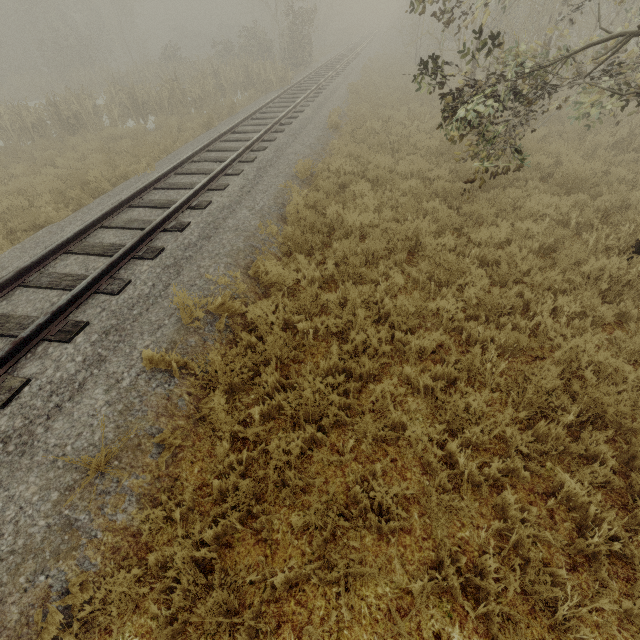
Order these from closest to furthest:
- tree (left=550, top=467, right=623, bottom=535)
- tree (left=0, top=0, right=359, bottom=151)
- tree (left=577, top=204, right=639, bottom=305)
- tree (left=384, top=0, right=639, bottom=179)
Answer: tree (left=550, top=467, right=623, bottom=535), tree (left=577, top=204, right=639, bottom=305), tree (left=384, top=0, right=639, bottom=179), tree (left=0, top=0, right=359, bottom=151)

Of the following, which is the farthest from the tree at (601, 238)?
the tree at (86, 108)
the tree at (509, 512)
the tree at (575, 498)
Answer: the tree at (86, 108)

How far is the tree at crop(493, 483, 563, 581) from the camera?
2.75m

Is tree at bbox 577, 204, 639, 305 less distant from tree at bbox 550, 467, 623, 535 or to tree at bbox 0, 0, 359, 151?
tree at bbox 550, 467, 623, 535

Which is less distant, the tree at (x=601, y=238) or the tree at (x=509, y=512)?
the tree at (x=509, y=512)

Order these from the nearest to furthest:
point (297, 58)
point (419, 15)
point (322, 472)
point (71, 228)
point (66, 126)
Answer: point (322, 472) → point (419, 15) → point (71, 228) → point (66, 126) → point (297, 58)

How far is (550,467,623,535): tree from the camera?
2.86m

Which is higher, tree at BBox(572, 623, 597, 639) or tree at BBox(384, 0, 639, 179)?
tree at BBox(384, 0, 639, 179)
